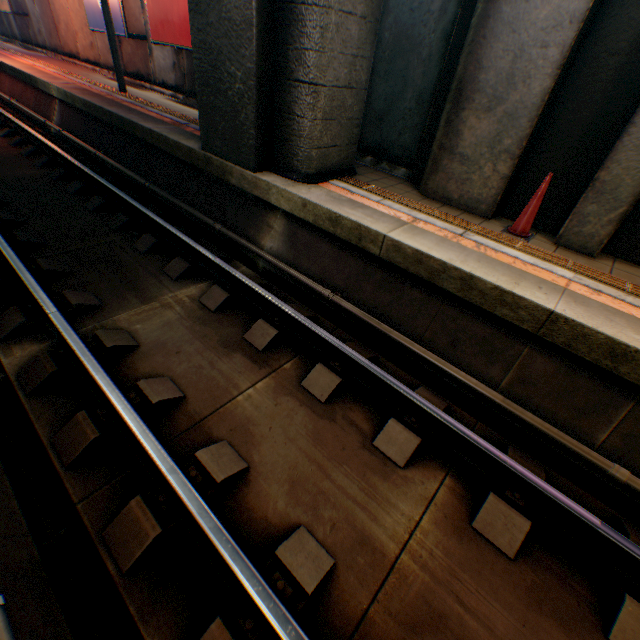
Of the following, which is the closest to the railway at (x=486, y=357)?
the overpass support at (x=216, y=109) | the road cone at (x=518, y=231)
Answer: the overpass support at (x=216, y=109)

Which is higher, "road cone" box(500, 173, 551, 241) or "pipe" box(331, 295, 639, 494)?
"road cone" box(500, 173, 551, 241)

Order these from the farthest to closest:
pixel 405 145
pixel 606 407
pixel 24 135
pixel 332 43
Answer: pixel 24 135
pixel 405 145
pixel 332 43
pixel 606 407

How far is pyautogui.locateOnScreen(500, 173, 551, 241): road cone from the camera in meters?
4.3 m

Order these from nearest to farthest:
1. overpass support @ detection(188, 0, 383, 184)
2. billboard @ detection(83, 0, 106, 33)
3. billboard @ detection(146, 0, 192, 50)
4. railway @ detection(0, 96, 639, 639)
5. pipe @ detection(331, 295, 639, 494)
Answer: railway @ detection(0, 96, 639, 639) → pipe @ detection(331, 295, 639, 494) → overpass support @ detection(188, 0, 383, 184) → billboard @ detection(146, 0, 192, 50) → billboard @ detection(83, 0, 106, 33)

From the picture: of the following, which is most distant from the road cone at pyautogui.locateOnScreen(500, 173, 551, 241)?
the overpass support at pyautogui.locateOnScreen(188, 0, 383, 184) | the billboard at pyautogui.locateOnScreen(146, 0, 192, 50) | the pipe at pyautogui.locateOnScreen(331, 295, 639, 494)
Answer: the billboard at pyautogui.locateOnScreen(146, 0, 192, 50)

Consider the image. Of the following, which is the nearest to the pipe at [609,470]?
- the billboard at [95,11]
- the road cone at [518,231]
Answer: the road cone at [518,231]

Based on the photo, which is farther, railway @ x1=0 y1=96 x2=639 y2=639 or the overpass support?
the overpass support
